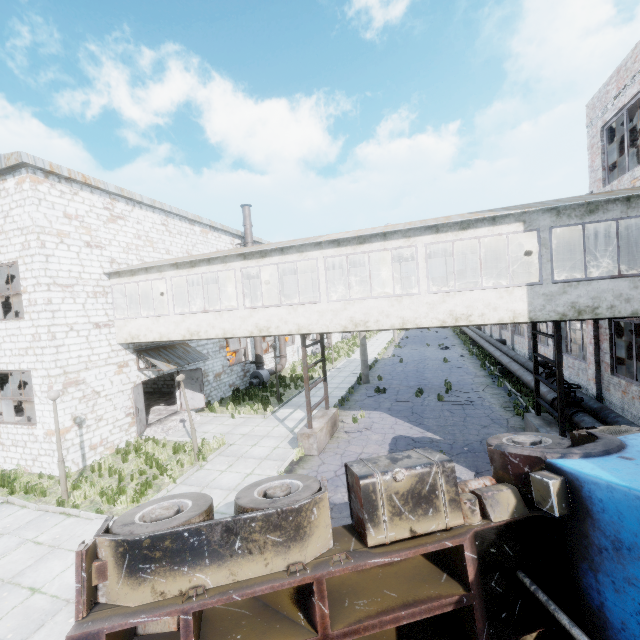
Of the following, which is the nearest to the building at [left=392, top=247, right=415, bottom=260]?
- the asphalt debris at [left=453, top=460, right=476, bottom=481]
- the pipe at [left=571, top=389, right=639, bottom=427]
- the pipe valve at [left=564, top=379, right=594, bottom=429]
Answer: the pipe at [left=571, top=389, right=639, bottom=427]

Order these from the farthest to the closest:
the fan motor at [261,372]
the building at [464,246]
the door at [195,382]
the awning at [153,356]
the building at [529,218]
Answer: the fan motor at [261,372], the door at [195,382], the awning at [153,356], the building at [464,246], the building at [529,218]

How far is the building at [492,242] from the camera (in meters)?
12.06

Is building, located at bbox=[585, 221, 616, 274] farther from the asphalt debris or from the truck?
the asphalt debris

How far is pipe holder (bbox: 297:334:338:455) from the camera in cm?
1164

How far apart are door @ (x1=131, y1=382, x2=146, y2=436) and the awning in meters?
0.5

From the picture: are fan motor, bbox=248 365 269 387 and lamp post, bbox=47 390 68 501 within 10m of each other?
no

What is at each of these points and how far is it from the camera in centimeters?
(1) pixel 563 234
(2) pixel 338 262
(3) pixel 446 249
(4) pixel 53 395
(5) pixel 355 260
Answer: (1) building, 1146cm
(2) building, 1411cm
(3) building, 1270cm
(4) lamp post, 966cm
(5) building, 1387cm
